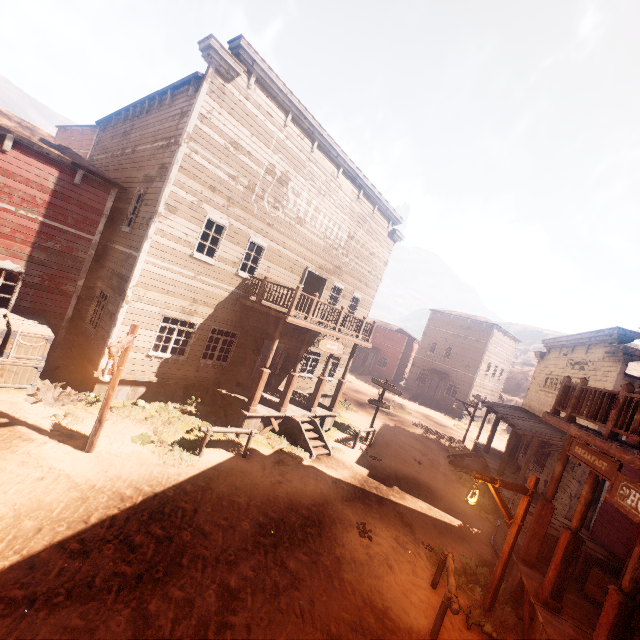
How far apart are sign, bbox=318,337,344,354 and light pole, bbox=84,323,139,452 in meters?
6.6

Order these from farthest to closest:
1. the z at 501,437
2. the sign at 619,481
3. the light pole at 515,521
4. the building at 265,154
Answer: the z at 501,437 → the building at 265,154 → the light pole at 515,521 → the sign at 619,481

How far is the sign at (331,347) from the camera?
13.0m

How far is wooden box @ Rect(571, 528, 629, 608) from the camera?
7.7m

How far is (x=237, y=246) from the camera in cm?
1273

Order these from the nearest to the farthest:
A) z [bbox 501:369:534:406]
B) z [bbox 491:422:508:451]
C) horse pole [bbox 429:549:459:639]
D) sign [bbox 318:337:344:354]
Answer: horse pole [bbox 429:549:459:639]
sign [bbox 318:337:344:354]
z [bbox 491:422:508:451]
z [bbox 501:369:534:406]

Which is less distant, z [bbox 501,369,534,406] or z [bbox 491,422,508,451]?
z [bbox 491,422,508,451]
